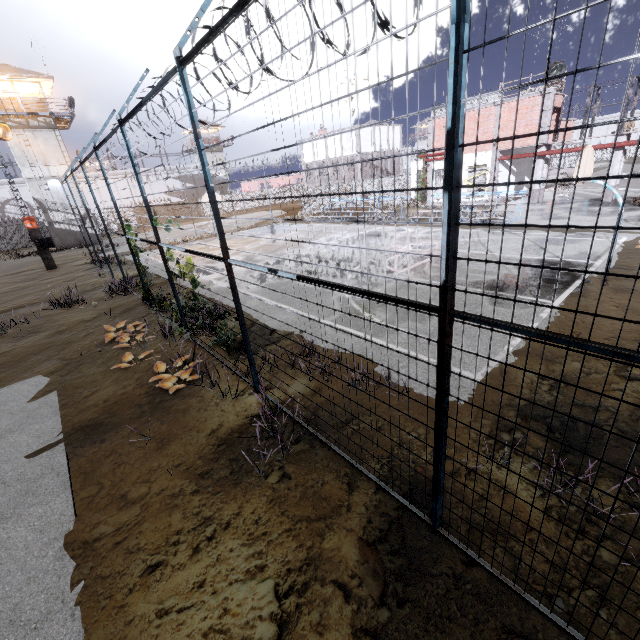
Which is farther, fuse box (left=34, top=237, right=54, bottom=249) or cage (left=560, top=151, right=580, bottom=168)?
cage (left=560, top=151, right=580, bottom=168)

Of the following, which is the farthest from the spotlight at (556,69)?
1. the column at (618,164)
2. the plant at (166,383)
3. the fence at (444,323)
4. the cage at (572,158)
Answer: the plant at (166,383)

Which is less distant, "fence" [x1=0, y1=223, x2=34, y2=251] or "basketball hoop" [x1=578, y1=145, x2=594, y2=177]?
"basketball hoop" [x1=578, y1=145, x2=594, y2=177]

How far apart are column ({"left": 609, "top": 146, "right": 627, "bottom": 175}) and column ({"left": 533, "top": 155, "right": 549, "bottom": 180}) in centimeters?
388cm

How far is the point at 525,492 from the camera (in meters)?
3.99

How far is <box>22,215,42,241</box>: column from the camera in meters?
21.7 m

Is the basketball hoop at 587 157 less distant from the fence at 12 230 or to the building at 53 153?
the fence at 12 230

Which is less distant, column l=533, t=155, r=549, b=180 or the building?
column l=533, t=155, r=549, b=180
